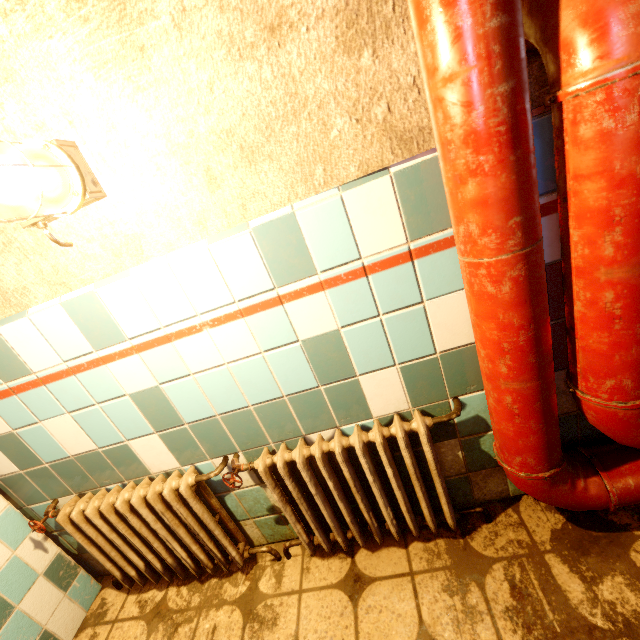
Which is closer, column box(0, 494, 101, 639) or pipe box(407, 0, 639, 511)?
pipe box(407, 0, 639, 511)

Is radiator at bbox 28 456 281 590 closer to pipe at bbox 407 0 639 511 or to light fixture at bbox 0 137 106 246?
pipe at bbox 407 0 639 511

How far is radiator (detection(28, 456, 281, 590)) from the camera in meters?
1.4 m

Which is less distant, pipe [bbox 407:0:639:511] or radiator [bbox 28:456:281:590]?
pipe [bbox 407:0:639:511]

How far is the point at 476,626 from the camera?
1.12m

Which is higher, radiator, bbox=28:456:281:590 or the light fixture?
the light fixture

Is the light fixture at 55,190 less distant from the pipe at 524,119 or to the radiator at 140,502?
the pipe at 524,119

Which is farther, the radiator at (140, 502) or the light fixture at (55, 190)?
the radiator at (140, 502)
